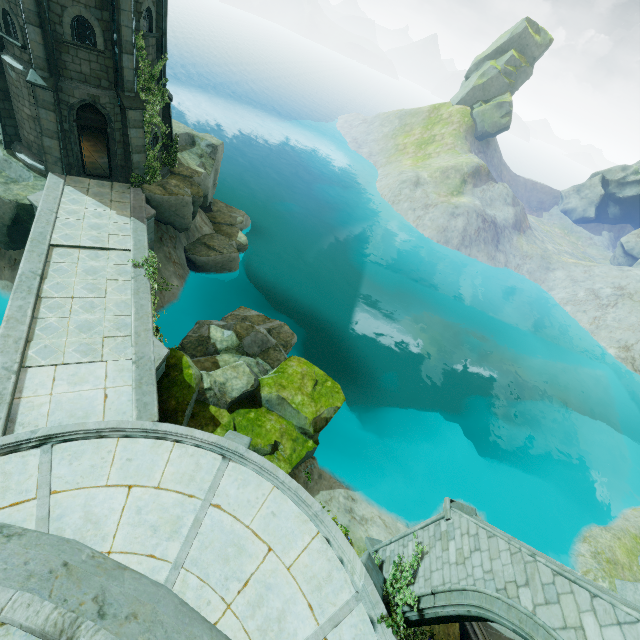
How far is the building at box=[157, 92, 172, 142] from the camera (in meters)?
18.25

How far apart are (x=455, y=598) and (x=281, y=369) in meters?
10.3 m

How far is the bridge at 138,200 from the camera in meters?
14.3

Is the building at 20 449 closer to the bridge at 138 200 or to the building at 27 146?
the bridge at 138 200

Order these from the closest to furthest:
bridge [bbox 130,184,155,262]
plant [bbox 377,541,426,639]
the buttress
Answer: the buttress → plant [bbox 377,541,426,639] → bridge [bbox 130,184,155,262]

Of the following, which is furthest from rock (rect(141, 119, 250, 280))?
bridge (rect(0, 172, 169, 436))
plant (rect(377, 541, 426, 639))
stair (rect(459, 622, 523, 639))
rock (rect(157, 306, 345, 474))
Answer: stair (rect(459, 622, 523, 639))

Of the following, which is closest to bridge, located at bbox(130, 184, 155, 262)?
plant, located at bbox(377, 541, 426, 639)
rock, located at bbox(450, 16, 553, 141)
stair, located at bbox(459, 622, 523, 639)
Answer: plant, located at bbox(377, 541, 426, 639)

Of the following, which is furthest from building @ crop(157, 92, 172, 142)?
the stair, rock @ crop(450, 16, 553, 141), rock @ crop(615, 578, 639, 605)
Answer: rock @ crop(450, 16, 553, 141)
